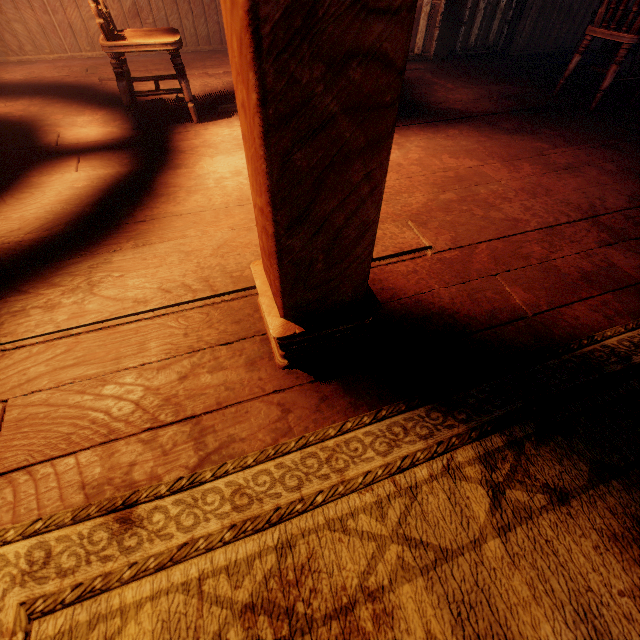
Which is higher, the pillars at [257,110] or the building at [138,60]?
the pillars at [257,110]

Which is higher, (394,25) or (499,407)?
(394,25)

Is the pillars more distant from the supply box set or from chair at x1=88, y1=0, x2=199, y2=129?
the supply box set

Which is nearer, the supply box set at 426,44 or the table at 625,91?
the table at 625,91

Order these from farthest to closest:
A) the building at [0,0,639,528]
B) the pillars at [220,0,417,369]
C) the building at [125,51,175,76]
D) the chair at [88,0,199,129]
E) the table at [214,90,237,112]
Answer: the building at [125,51,175,76]
the table at [214,90,237,112]
the chair at [88,0,199,129]
the building at [0,0,639,528]
the pillars at [220,0,417,369]

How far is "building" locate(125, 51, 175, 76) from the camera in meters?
3.5

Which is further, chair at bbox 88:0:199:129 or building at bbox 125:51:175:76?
building at bbox 125:51:175:76

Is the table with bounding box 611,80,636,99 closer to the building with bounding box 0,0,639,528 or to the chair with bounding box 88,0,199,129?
the building with bounding box 0,0,639,528
